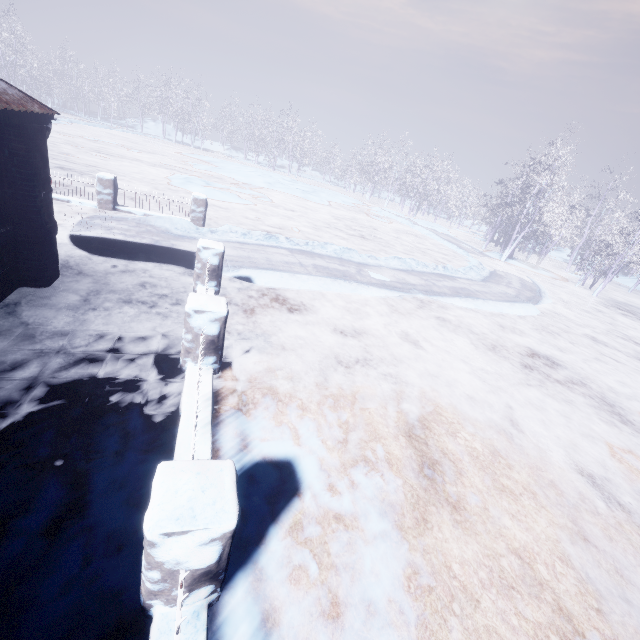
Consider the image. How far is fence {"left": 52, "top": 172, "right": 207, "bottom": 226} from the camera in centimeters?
868cm

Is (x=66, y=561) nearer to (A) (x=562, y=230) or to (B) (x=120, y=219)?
(B) (x=120, y=219)

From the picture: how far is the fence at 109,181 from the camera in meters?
8.7 m

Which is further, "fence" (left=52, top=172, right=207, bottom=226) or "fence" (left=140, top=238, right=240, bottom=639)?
"fence" (left=52, top=172, right=207, bottom=226)

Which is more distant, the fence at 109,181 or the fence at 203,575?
the fence at 109,181
